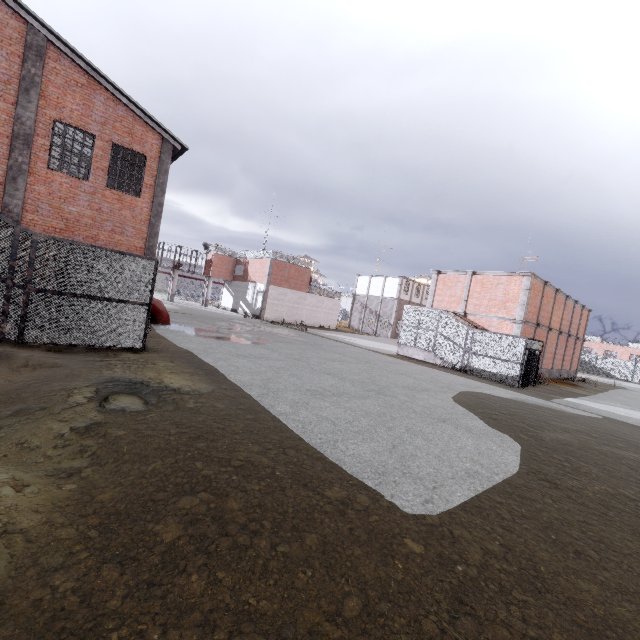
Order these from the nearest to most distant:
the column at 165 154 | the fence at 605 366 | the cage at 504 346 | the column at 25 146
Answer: the column at 25 146 < the column at 165 154 < the cage at 504 346 < the fence at 605 366

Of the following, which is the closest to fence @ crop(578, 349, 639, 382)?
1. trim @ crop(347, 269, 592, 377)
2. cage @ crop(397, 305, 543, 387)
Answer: cage @ crop(397, 305, 543, 387)

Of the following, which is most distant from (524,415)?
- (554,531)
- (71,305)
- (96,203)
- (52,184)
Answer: (52,184)

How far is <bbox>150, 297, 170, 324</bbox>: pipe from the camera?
17.1m

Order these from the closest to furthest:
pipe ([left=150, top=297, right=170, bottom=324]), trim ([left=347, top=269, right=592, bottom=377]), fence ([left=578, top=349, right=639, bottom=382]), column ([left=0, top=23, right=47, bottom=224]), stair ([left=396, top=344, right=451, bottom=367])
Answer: column ([left=0, top=23, right=47, bottom=224]), pipe ([left=150, top=297, right=170, bottom=324]), trim ([left=347, top=269, right=592, bottom=377]), stair ([left=396, top=344, right=451, bottom=367]), fence ([left=578, top=349, right=639, bottom=382])

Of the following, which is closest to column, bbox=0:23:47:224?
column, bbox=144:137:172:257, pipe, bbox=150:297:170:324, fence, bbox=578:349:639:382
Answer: Result: column, bbox=144:137:172:257

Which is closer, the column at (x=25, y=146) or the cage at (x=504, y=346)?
the column at (x=25, y=146)

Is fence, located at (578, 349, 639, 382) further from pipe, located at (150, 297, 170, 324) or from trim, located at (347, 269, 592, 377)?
pipe, located at (150, 297, 170, 324)
